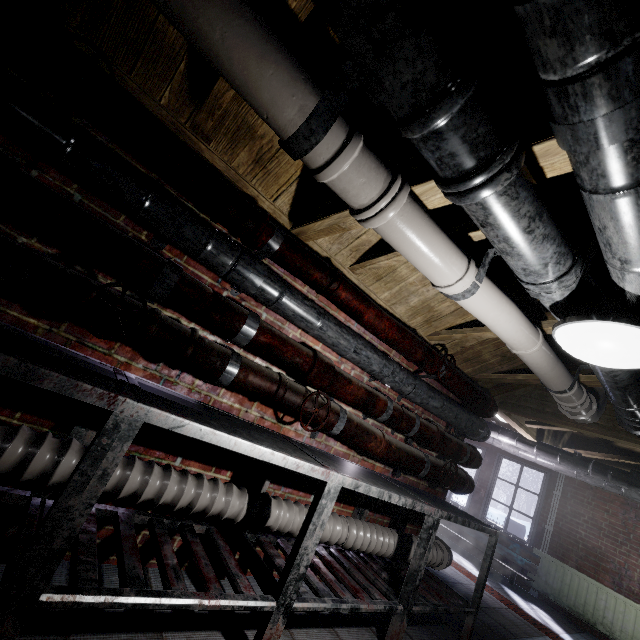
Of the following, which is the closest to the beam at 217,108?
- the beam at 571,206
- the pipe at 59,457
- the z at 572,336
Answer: the beam at 571,206

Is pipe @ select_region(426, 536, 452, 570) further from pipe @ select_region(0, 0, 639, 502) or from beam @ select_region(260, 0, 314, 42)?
beam @ select_region(260, 0, 314, 42)

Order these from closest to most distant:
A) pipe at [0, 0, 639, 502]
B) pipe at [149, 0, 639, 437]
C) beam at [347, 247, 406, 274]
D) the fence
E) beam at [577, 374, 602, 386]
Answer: pipe at [149, 0, 639, 437]
pipe at [0, 0, 639, 502]
beam at [347, 247, 406, 274]
beam at [577, 374, 602, 386]
the fence

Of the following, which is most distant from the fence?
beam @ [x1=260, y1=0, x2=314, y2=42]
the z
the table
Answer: beam @ [x1=260, y1=0, x2=314, y2=42]

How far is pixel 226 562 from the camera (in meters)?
1.53

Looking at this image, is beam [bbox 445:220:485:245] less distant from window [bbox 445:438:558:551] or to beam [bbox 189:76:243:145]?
beam [bbox 189:76:243:145]

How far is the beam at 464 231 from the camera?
1.6 meters
